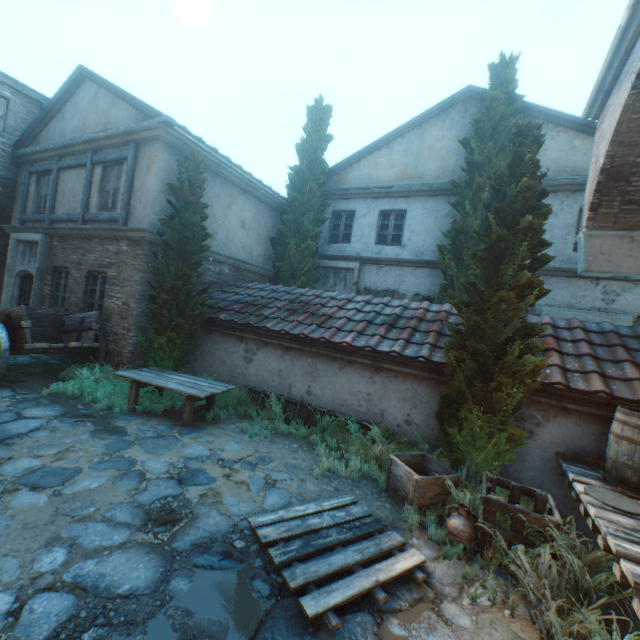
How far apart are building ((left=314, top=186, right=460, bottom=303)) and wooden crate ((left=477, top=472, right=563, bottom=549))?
6.97m

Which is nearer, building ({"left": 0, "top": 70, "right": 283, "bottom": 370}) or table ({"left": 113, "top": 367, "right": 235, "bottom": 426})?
table ({"left": 113, "top": 367, "right": 235, "bottom": 426})

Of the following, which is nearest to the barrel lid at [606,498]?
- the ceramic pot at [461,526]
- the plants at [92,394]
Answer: the ceramic pot at [461,526]

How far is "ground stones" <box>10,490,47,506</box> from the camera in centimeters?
352cm

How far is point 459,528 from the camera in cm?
393

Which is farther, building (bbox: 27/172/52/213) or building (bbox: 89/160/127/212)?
building (bbox: 27/172/52/213)

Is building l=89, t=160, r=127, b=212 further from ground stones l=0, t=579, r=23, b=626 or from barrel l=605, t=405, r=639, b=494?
barrel l=605, t=405, r=639, b=494

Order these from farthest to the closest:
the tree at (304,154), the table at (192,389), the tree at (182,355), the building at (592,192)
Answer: the tree at (304,154) < the tree at (182,355) < the table at (192,389) < the building at (592,192)
